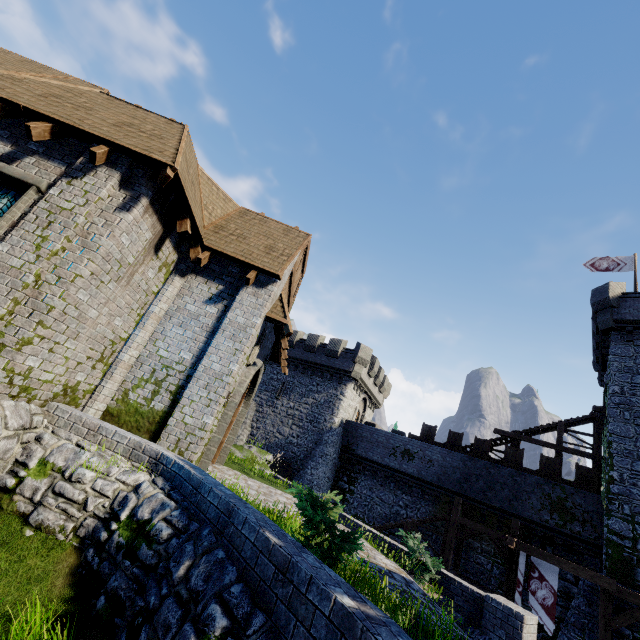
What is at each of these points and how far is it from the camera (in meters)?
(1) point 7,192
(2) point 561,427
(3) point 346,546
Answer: (1) window glass, 6.91
(2) stairs, 22.36
(3) bush, 4.66

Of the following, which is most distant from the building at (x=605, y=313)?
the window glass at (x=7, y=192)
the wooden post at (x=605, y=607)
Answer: the window glass at (x=7, y=192)

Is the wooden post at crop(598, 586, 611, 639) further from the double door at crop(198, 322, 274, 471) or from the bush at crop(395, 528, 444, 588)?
the double door at crop(198, 322, 274, 471)

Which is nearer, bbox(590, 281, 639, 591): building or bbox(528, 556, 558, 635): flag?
bbox(528, 556, 558, 635): flag

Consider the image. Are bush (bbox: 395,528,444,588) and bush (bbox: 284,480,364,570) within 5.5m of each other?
yes

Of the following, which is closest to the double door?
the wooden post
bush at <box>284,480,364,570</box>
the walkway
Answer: bush at <box>284,480,364,570</box>

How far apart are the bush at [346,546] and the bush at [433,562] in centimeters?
468cm

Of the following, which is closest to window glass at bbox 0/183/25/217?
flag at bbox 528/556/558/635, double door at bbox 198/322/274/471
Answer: double door at bbox 198/322/274/471
